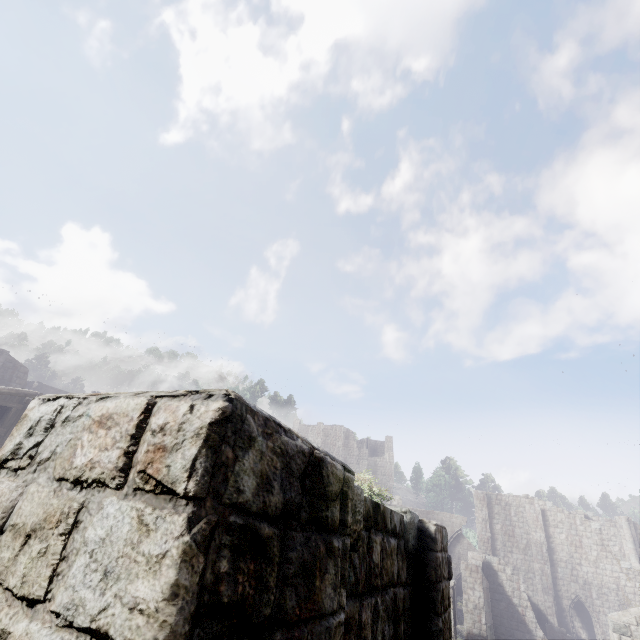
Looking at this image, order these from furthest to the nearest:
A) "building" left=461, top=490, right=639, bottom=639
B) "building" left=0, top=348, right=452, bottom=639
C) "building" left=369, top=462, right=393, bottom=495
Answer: "building" left=369, top=462, right=393, bottom=495 < "building" left=461, top=490, right=639, bottom=639 < "building" left=0, top=348, right=452, bottom=639

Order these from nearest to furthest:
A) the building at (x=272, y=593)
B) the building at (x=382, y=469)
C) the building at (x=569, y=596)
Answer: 1. the building at (x=272, y=593)
2. the building at (x=569, y=596)
3. the building at (x=382, y=469)

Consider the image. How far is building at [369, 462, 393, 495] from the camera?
57.91m

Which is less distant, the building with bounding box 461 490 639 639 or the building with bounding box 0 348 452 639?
the building with bounding box 0 348 452 639

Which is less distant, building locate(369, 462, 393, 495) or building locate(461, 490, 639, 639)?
building locate(461, 490, 639, 639)

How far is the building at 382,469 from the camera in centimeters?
5791cm

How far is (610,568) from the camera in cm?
2972
